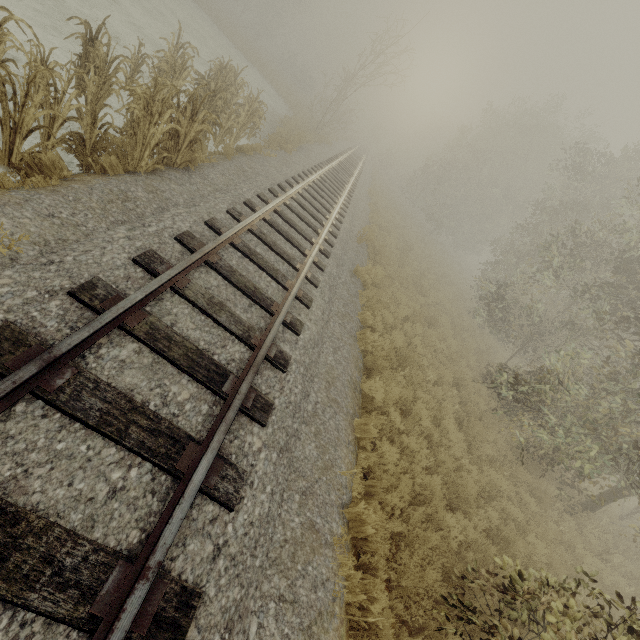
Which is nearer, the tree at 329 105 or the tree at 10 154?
the tree at 10 154

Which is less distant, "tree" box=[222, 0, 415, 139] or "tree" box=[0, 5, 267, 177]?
"tree" box=[0, 5, 267, 177]

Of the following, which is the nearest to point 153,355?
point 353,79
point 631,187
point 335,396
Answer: point 335,396
